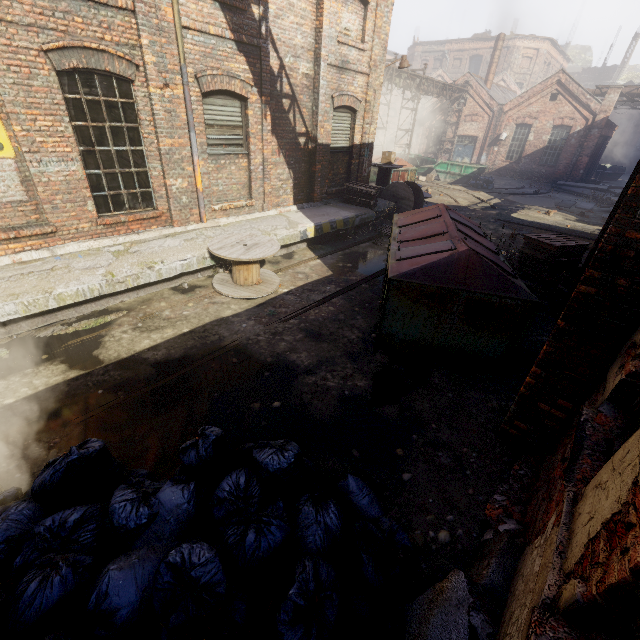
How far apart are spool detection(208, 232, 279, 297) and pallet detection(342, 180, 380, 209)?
5.1m

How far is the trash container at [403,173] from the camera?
17.98m

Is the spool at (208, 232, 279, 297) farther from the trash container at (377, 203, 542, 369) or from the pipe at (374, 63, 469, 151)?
the pipe at (374, 63, 469, 151)

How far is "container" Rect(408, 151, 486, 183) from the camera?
23.5 meters

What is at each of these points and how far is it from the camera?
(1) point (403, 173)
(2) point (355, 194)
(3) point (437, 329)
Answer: (1) trash container, 18.4m
(2) pallet, 11.5m
(3) trash container, 5.2m

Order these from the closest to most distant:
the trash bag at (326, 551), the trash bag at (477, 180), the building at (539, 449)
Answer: the trash bag at (326, 551) < the building at (539, 449) < the trash bag at (477, 180)

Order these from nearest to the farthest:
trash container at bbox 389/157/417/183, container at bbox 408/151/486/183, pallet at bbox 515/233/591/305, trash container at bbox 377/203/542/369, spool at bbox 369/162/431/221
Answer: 1. trash container at bbox 377/203/542/369
2. pallet at bbox 515/233/591/305
3. spool at bbox 369/162/431/221
4. trash container at bbox 389/157/417/183
5. container at bbox 408/151/486/183

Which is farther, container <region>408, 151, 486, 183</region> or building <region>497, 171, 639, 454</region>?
container <region>408, 151, 486, 183</region>
